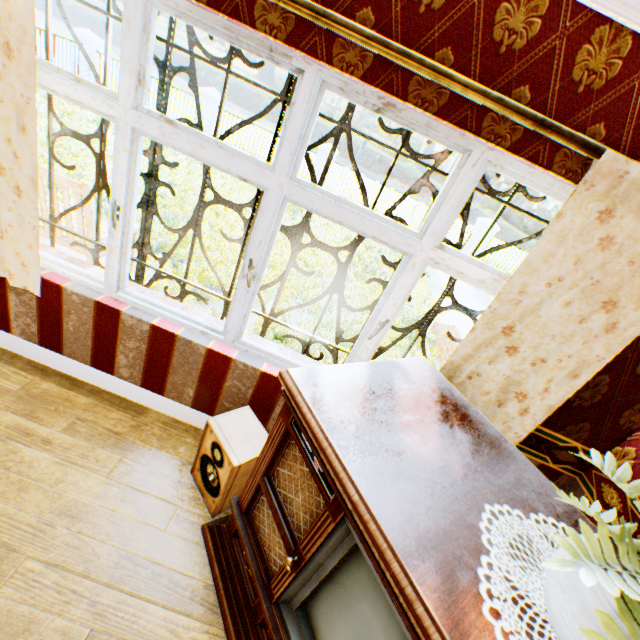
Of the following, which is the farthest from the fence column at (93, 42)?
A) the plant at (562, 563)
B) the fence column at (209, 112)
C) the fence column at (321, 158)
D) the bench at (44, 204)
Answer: the plant at (562, 563)

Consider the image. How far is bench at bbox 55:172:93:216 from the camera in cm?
348

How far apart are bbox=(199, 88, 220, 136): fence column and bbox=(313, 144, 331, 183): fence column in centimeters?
Result: 474cm

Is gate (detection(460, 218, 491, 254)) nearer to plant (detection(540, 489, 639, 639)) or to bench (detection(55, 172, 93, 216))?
bench (detection(55, 172, 93, 216))

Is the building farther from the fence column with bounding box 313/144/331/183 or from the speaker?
the fence column with bounding box 313/144/331/183

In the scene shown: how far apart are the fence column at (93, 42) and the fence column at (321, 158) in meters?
10.3 m

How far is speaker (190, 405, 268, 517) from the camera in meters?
1.9

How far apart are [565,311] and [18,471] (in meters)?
3.15
